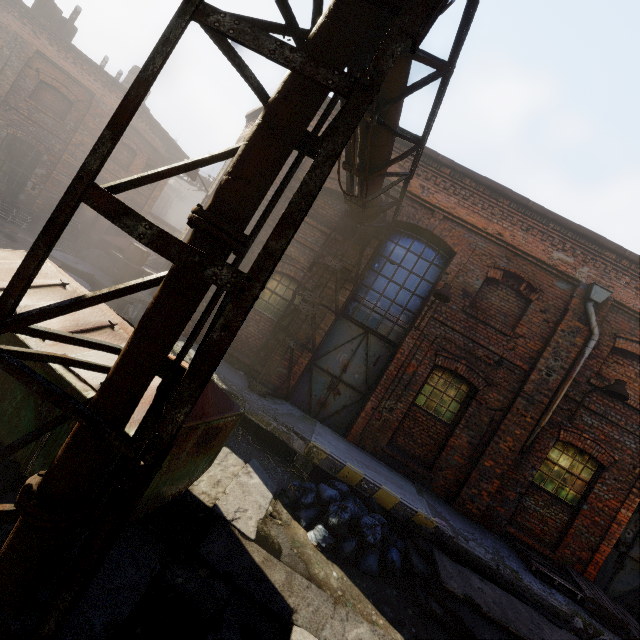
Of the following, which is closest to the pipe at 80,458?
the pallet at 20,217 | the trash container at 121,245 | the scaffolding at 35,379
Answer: the scaffolding at 35,379

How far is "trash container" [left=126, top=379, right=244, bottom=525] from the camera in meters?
3.8

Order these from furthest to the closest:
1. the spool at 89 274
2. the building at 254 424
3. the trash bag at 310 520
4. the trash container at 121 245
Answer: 1. the trash container at 121 245
2. the spool at 89 274
3. the building at 254 424
4. the trash bag at 310 520

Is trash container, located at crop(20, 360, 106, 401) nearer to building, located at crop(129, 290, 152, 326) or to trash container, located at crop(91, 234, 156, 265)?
building, located at crop(129, 290, 152, 326)

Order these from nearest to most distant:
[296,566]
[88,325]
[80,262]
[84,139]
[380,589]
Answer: [88,325], [296,566], [380,589], [80,262], [84,139]

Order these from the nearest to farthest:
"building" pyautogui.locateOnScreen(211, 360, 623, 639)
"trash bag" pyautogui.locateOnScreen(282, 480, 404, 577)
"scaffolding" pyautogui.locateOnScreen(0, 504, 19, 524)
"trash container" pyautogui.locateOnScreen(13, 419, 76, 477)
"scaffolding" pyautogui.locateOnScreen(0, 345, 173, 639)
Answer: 1. "scaffolding" pyautogui.locateOnScreen(0, 345, 173, 639)
2. "scaffolding" pyautogui.locateOnScreen(0, 504, 19, 524)
3. "trash container" pyautogui.locateOnScreen(13, 419, 76, 477)
4. "trash bag" pyautogui.locateOnScreen(282, 480, 404, 577)
5. "building" pyautogui.locateOnScreen(211, 360, 623, 639)

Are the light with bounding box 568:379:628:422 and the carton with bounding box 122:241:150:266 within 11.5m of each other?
no
